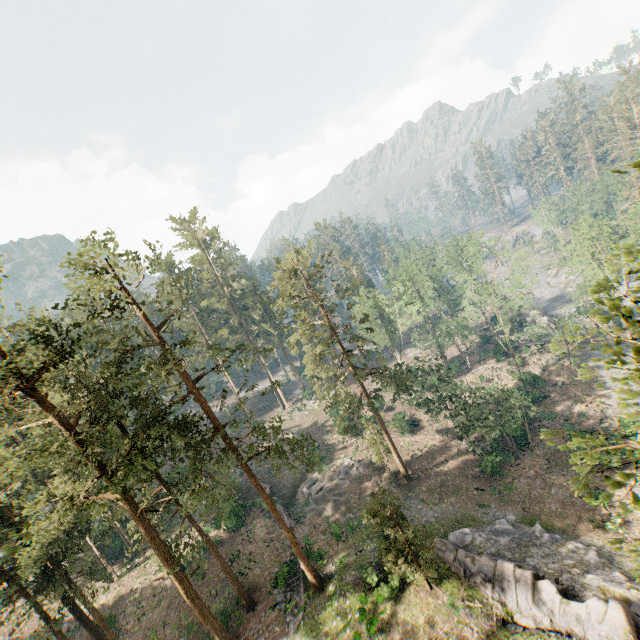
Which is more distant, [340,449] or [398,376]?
[340,449]

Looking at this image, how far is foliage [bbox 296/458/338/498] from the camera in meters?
38.6 m

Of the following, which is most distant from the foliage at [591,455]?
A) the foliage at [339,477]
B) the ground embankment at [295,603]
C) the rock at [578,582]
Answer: the foliage at [339,477]

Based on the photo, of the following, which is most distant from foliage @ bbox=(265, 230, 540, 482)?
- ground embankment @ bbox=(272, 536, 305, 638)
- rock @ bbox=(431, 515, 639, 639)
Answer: ground embankment @ bbox=(272, 536, 305, 638)

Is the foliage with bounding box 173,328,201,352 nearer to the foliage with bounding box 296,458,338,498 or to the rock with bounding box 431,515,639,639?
the rock with bounding box 431,515,639,639

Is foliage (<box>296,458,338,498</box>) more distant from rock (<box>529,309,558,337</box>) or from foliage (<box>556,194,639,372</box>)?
rock (<box>529,309,558,337</box>)

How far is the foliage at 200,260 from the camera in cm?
5741

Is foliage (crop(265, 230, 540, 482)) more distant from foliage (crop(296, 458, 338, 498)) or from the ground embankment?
foliage (crop(296, 458, 338, 498))
